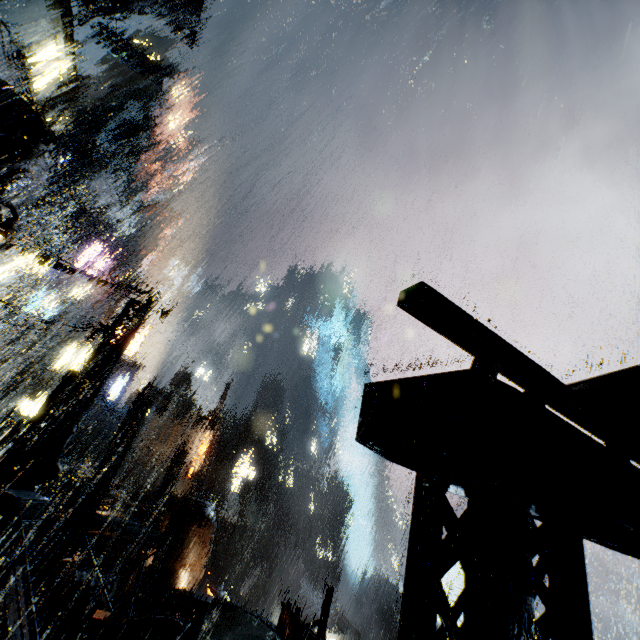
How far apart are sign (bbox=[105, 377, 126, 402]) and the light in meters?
33.5

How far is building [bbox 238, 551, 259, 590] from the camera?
56.3m

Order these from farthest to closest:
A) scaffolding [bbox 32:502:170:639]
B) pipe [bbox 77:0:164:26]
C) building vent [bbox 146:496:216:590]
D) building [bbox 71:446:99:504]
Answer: building vent [bbox 146:496:216:590]
pipe [bbox 77:0:164:26]
building [bbox 71:446:99:504]
scaffolding [bbox 32:502:170:639]

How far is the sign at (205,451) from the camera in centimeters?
3878cm

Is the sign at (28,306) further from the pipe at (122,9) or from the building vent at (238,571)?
the building vent at (238,571)

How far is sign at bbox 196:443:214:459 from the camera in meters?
38.8

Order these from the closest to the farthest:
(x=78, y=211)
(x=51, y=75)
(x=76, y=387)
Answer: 1. (x=76, y=387)
2. (x=51, y=75)
3. (x=78, y=211)

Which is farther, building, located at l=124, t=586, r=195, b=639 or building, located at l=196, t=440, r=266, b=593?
building, located at l=196, t=440, r=266, b=593
